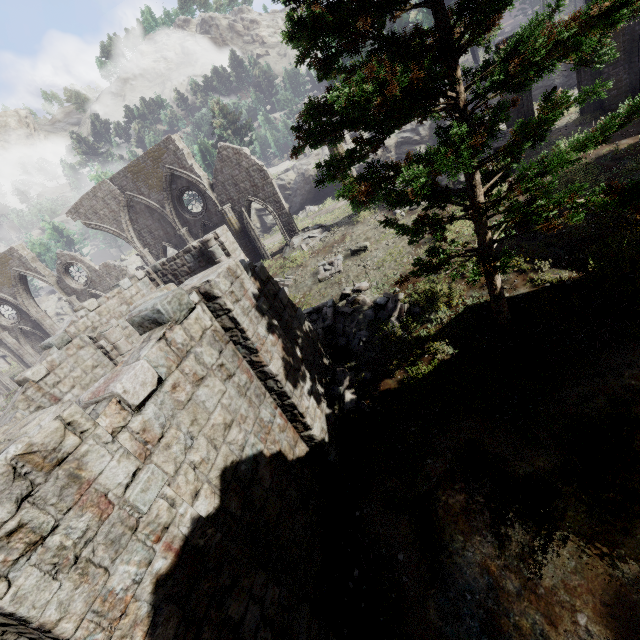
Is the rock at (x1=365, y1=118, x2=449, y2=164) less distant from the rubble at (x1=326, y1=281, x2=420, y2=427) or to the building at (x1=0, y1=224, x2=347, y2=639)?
the building at (x1=0, y1=224, x2=347, y2=639)

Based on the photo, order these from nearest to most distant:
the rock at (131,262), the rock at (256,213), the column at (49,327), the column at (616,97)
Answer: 1. the column at (616,97)
2. the column at (49,327)
3. the rock at (256,213)
4. the rock at (131,262)

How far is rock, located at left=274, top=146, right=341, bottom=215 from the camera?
32.47m

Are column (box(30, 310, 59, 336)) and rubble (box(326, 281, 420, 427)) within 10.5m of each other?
no

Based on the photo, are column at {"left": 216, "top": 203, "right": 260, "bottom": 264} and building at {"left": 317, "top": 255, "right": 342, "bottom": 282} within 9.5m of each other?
yes

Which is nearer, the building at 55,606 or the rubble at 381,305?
the building at 55,606

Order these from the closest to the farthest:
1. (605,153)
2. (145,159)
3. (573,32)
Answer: (573,32) → (605,153) → (145,159)

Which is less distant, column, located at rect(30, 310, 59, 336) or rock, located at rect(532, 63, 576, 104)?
rock, located at rect(532, 63, 576, 104)
